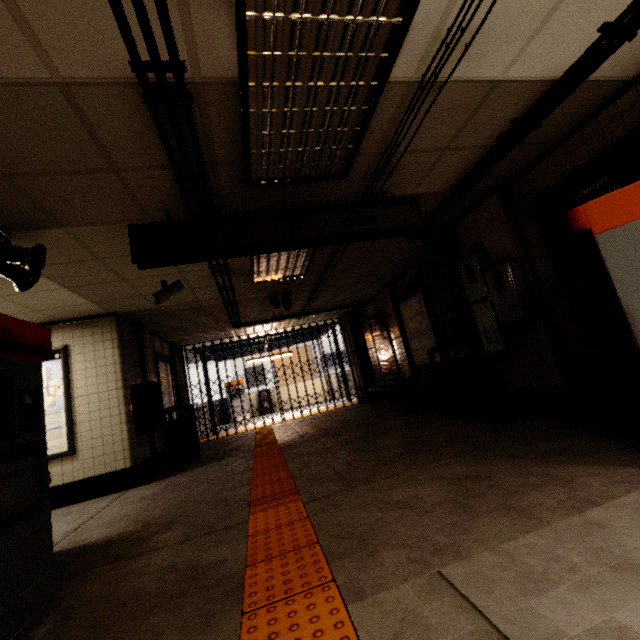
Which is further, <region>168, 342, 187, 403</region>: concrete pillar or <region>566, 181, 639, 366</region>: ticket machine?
<region>168, 342, 187, 403</region>: concrete pillar

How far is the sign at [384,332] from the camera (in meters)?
8.44

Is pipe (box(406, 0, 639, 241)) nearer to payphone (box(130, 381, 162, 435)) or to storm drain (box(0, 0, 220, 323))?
storm drain (box(0, 0, 220, 323))

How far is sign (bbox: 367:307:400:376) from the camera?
8.4m

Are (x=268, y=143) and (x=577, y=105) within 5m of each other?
yes

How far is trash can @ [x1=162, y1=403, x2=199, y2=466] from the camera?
6.7m

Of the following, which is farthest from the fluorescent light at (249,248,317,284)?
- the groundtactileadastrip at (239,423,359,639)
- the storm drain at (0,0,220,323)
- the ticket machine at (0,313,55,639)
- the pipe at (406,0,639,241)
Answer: the groundtactileadastrip at (239,423,359,639)

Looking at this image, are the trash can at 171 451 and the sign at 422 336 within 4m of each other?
no
